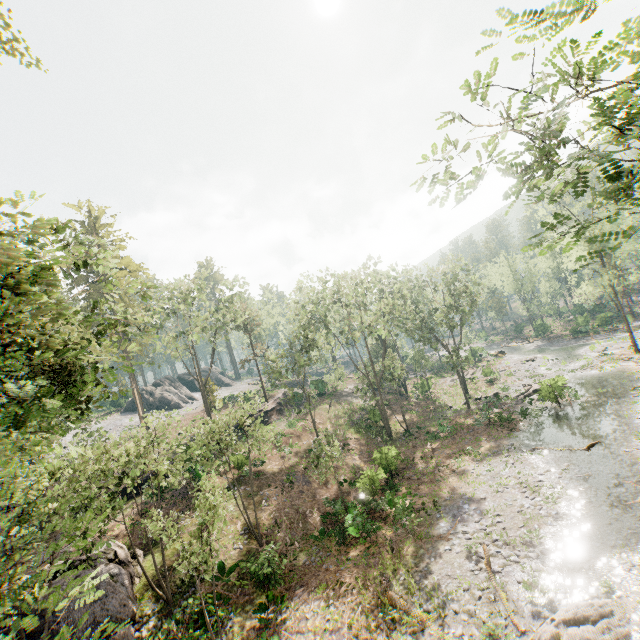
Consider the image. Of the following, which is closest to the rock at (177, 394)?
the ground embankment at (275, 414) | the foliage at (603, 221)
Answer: the foliage at (603, 221)

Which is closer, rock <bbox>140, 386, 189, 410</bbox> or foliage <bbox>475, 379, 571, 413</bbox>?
foliage <bbox>475, 379, 571, 413</bbox>

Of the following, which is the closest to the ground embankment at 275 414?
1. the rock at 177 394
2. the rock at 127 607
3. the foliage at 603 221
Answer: the foliage at 603 221

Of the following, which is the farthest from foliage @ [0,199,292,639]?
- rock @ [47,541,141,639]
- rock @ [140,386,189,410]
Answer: rock @ [47,541,141,639]

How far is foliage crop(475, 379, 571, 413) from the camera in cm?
2855

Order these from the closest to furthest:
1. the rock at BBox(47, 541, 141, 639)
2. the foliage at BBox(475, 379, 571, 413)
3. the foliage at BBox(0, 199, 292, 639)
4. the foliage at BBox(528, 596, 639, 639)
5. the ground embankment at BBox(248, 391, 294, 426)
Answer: the foliage at BBox(0, 199, 292, 639) → the foliage at BBox(528, 596, 639, 639) → the rock at BBox(47, 541, 141, 639) → the foliage at BBox(475, 379, 571, 413) → the ground embankment at BBox(248, 391, 294, 426)

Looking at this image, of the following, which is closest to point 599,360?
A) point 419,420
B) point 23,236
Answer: point 419,420

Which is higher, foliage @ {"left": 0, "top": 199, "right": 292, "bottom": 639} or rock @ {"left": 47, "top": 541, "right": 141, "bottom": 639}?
foliage @ {"left": 0, "top": 199, "right": 292, "bottom": 639}
